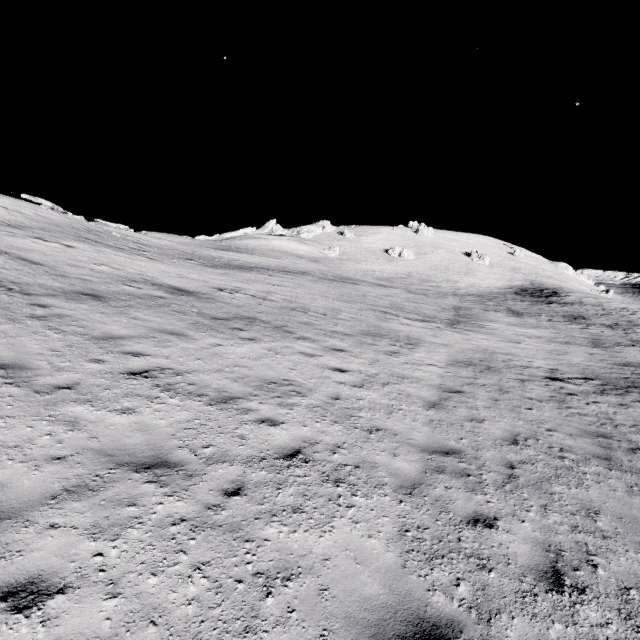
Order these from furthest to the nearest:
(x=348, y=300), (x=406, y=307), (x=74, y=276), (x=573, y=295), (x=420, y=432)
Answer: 1. (x=573, y=295)
2. (x=406, y=307)
3. (x=348, y=300)
4. (x=74, y=276)
5. (x=420, y=432)
